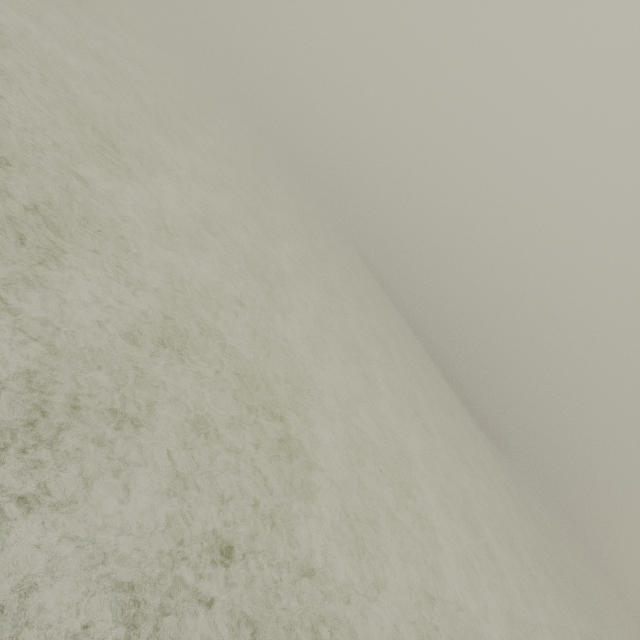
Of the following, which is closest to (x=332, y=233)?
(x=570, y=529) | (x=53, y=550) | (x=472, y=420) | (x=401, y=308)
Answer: (x=401, y=308)
